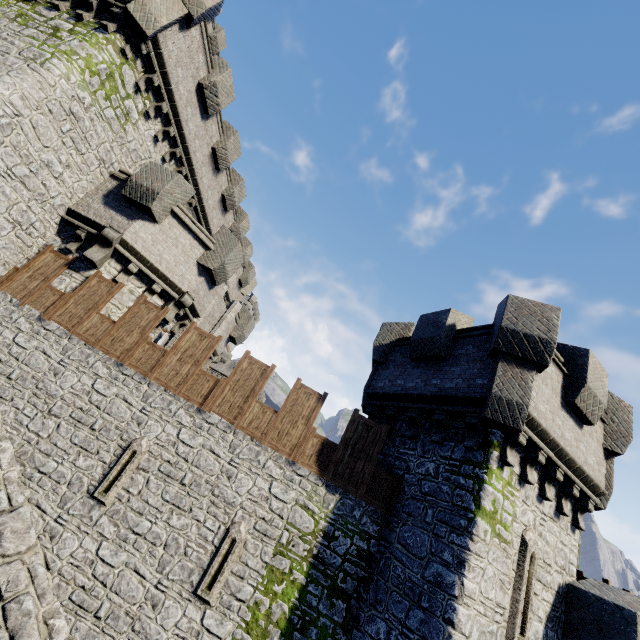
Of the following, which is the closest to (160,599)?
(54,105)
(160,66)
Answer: (54,105)

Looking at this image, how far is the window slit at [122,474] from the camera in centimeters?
819cm

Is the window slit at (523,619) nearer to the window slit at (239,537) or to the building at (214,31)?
the window slit at (239,537)

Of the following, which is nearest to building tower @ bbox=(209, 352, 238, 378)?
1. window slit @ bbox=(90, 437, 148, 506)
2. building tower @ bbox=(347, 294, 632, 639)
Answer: building tower @ bbox=(347, 294, 632, 639)

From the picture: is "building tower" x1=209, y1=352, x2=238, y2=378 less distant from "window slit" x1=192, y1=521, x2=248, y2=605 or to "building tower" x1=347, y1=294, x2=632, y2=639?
"building tower" x1=347, y1=294, x2=632, y2=639

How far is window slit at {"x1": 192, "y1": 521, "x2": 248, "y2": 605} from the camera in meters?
7.6 m

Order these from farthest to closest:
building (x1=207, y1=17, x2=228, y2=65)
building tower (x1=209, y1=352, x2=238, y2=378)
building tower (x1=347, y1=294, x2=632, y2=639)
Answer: building tower (x1=209, y1=352, x2=238, y2=378) → building (x1=207, y1=17, x2=228, y2=65) → building tower (x1=347, y1=294, x2=632, y2=639)

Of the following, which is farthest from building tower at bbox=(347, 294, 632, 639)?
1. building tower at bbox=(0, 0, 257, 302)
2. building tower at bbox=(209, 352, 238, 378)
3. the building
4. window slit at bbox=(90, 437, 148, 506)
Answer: building tower at bbox=(209, 352, 238, 378)
